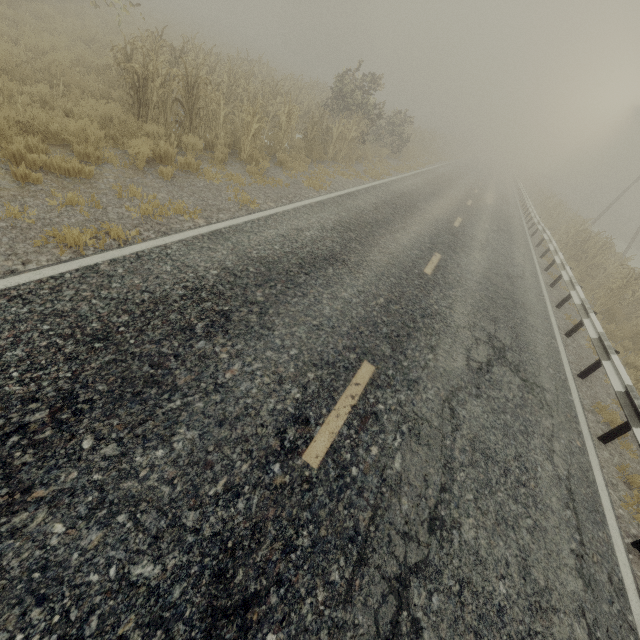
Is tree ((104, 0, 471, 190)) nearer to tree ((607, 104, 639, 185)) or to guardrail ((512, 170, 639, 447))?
tree ((607, 104, 639, 185))

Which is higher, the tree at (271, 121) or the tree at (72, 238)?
the tree at (271, 121)

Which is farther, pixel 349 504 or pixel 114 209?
pixel 114 209

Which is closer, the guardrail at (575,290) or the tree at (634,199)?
the guardrail at (575,290)

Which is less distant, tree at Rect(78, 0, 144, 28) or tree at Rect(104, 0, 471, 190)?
tree at Rect(104, 0, 471, 190)

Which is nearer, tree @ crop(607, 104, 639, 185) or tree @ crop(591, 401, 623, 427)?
tree @ crop(591, 401, 623, 427)

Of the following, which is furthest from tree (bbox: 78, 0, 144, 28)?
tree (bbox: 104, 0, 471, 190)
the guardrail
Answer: tree (bbox: 104, 0, 471, 190)
